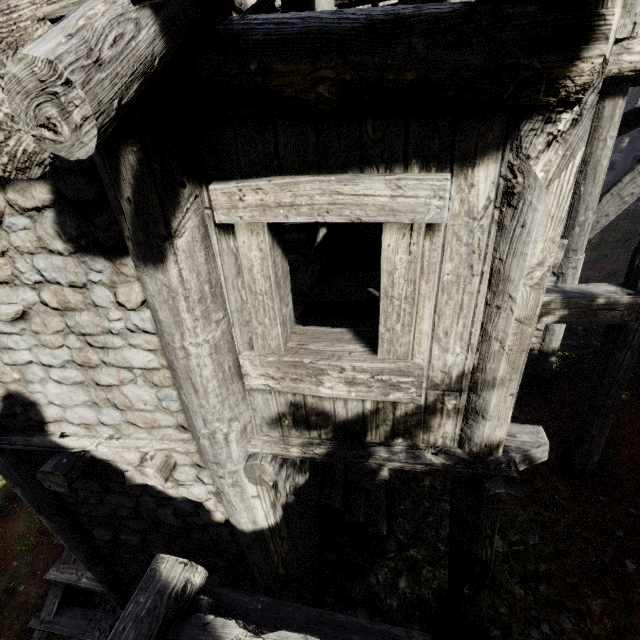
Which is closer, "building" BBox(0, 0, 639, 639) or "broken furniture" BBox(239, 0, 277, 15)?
"building" BBox(0, 0, 639, 639)

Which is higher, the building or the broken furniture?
the broken furniture

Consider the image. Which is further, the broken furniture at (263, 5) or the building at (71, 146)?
the broken furniture at (263, 5)

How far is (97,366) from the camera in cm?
272

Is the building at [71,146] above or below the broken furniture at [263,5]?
below
